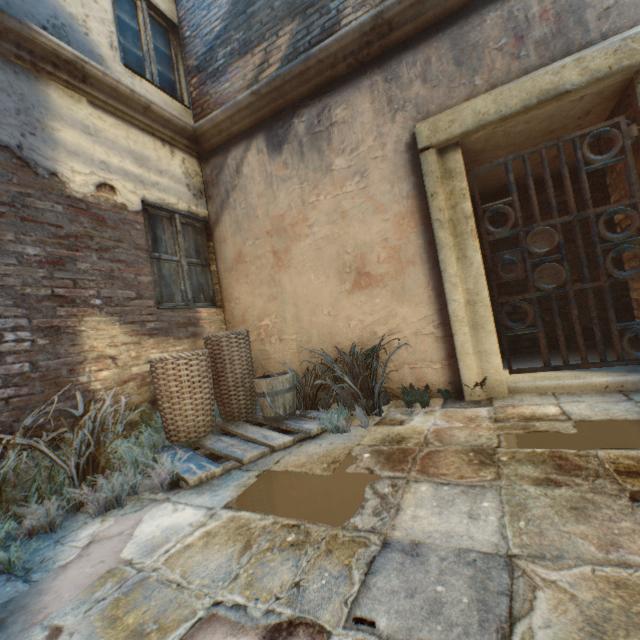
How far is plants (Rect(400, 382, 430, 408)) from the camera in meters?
3.1

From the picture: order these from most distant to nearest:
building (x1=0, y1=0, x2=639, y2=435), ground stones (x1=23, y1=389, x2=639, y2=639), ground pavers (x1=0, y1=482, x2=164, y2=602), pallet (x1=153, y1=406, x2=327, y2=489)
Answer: building (x1=0, y1=0, x2=639, y2=435) → pallet (x1=153, y1=406, x2=327, y2=489) → ground pavers (x1=0, y1=482, x2=164, y2=602) → ground stones (x1=23, y1=389, x2=639, y2=639)

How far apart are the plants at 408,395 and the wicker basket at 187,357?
0.58m

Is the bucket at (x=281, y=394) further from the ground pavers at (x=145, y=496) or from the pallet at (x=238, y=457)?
the ground pavers at (x=145, y=496)

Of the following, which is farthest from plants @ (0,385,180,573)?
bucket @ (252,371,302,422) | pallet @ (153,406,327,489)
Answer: bucket @ (252,371,302,422)

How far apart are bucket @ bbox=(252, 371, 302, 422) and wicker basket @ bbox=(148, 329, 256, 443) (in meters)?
0.38

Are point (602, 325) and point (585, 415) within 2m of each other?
no

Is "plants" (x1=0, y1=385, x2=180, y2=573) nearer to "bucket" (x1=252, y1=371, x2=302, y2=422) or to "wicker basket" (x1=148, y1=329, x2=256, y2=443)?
"wicker basket" (x1=148, y1=329, x2=256, y2=443)
